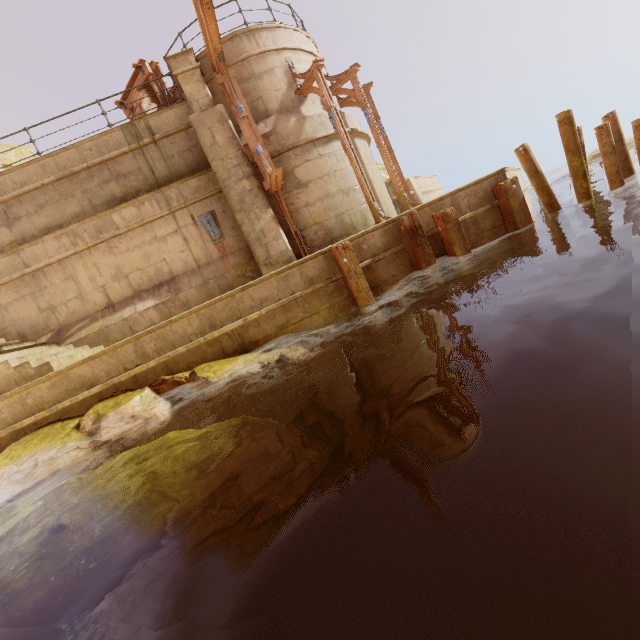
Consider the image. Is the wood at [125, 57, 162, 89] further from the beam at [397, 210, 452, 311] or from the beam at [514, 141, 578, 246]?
the beam at [514, 141, 578, 246]

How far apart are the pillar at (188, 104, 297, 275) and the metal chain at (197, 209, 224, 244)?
0.5 meters

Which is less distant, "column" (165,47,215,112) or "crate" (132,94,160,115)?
"column" (165,47,215,112)

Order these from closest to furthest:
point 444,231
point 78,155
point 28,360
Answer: point 28,360
point 444,231
point 78,155

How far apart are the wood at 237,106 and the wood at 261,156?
0.74m

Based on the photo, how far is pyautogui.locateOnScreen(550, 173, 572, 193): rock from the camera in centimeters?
2431cm

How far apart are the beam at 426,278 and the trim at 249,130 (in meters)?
3.83

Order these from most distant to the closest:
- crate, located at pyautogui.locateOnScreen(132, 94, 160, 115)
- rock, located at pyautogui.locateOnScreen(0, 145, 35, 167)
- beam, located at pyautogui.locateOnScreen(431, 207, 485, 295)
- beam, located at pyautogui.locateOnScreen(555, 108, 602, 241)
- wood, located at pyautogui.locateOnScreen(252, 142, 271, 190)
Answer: rock, located at pyautogui.locateOnScreen(0, 145, 35, 167), crate, located at pyautogui.locateOnScreen(132, 94, 160, 115), wood, located at pyautogui.locateOnScreen(252, 142, 271, 190), beam, located at pyautogui.locateOnScreen(431, 207, 485, 295), beam, located at pyautogui.locateOnScreen(555, 108, 602, 241)
